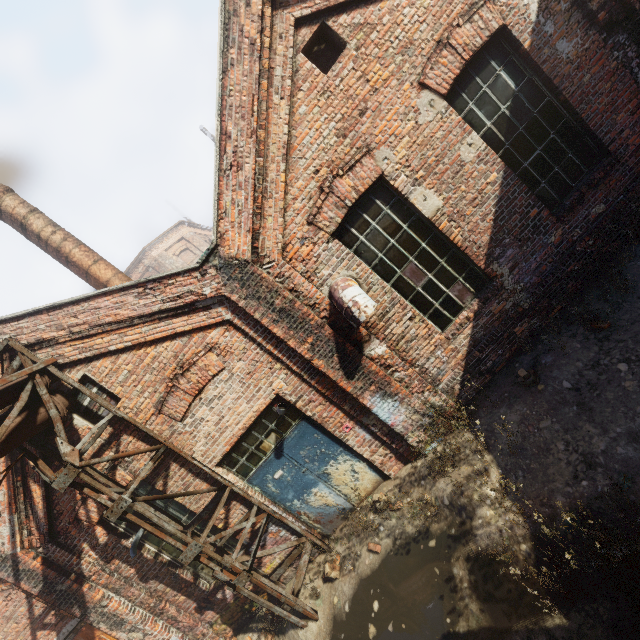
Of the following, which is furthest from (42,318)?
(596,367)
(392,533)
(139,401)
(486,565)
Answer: (596,367)

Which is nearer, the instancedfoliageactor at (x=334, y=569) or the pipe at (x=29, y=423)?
the pipe at (x=29, y=423)

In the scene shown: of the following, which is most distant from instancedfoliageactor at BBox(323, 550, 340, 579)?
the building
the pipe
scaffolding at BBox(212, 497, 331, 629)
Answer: the building

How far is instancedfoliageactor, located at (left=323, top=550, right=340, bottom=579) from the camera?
5.7m

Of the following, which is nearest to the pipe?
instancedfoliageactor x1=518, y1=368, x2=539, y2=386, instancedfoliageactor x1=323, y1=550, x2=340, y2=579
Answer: instancedfoliageactor x1=323, y1=550, x2=340, y2=579

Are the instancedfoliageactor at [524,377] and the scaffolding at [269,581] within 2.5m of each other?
no

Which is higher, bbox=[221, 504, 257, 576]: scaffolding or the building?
the building

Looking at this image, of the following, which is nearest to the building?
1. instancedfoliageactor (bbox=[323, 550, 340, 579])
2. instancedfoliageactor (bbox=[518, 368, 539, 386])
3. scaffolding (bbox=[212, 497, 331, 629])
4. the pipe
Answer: the pipe
